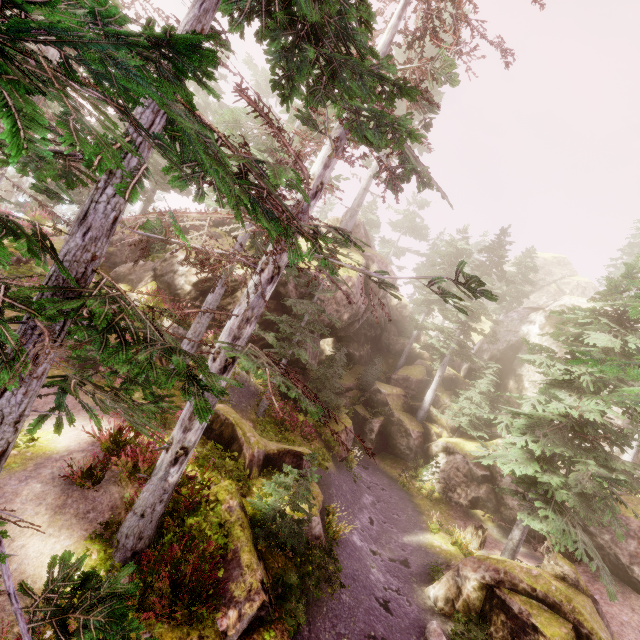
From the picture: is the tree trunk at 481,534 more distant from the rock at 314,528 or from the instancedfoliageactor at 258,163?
the rock at 314,528

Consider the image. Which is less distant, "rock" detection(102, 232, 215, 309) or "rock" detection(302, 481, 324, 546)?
"rock" detection(302, 481, 324, 546)

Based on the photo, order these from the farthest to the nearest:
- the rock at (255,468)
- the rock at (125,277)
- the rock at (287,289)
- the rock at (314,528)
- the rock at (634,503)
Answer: the rock at (287,289)
the rock at (125,277)
the rock at (634,503)
the rock at (255,468)
the rock at (314,528)

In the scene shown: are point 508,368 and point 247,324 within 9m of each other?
no

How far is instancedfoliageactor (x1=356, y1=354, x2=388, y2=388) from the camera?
29.9 meters

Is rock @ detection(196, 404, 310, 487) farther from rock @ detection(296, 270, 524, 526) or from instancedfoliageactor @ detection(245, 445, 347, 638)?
rock @ detection(296, 270, 524, 526)

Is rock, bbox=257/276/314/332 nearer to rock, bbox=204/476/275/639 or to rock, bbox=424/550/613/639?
rock, bbox=204/476/275/639

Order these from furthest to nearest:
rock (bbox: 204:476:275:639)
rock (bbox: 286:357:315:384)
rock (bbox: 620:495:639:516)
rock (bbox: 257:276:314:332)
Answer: rock (bbox: 286:357:315:384), rock (bbox: 257:276:314:332), rock (bbox: 620:495:639:516), rock (bbox: 204:476:275:639)
